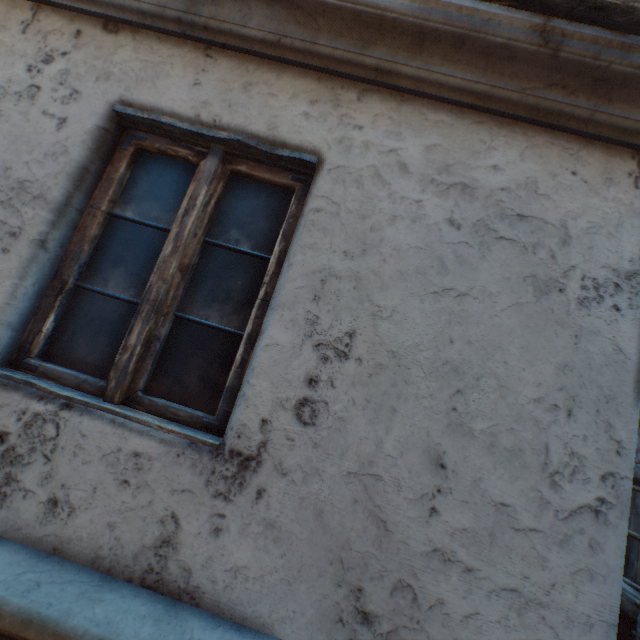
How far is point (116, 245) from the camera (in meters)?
1.55
